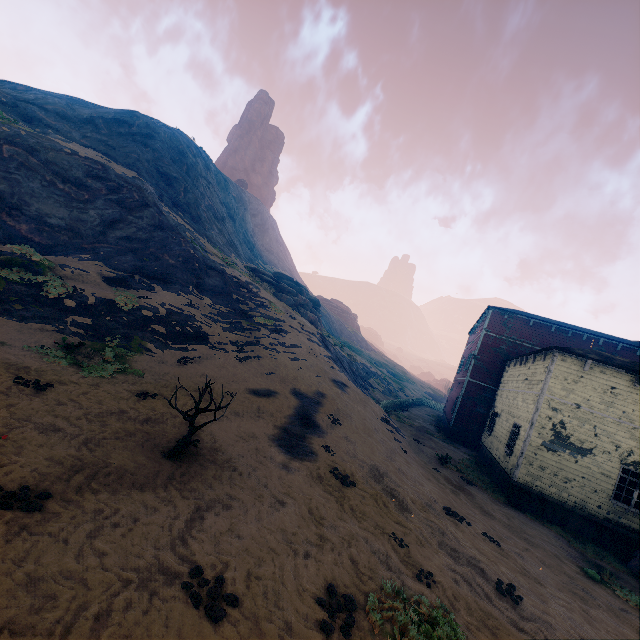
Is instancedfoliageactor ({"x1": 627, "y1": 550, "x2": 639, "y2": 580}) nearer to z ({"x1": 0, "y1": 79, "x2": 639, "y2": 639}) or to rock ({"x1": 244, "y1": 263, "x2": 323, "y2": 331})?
z ({"x1": 0, "y1": 79, "x2": 639, "y2": 639})

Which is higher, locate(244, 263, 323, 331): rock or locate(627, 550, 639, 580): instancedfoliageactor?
locate(244, 263, 323, 331): rock

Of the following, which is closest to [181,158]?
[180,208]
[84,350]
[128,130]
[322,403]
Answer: [128,130]

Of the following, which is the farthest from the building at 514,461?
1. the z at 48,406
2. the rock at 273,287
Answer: the rock at 273,287

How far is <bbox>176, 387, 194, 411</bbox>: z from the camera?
10.45m

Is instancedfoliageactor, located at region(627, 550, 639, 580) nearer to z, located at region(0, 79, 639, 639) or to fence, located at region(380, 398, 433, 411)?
z, located at region(0, 79, 639, 639)

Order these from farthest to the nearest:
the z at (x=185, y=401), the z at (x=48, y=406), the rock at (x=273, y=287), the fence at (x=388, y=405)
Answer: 1. the rock at (x=273, y=287)
2. the fence at (x=388, y=405)
3. the z at (x=185, y=401)
4. the z at (x=48, y=406)

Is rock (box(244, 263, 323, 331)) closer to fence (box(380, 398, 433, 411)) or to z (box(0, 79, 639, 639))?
z (box(0, 79, 639, 639))
